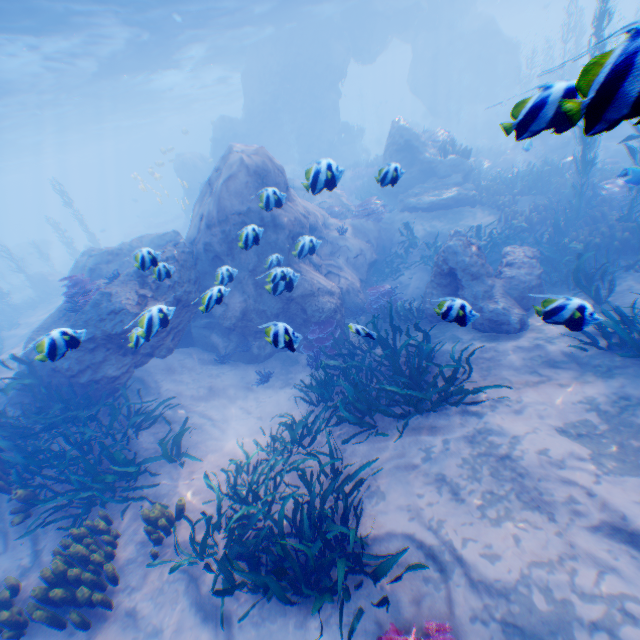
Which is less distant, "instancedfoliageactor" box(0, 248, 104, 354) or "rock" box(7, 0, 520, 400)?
"rock" box(7, 0, 520, 400)

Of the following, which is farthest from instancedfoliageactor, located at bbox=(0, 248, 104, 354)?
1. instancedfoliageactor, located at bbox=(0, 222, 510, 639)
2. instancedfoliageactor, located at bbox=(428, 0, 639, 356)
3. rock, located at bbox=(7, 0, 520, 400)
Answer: instancedfoliageactor, located at bbox=(0, 222, 510, 639)

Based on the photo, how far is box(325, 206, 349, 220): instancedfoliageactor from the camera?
15.0m

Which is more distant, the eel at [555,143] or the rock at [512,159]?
the eel at [555,143]

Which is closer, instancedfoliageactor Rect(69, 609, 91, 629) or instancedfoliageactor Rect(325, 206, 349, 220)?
instancedfoliageactor Rect(69, 609, 91, 629)

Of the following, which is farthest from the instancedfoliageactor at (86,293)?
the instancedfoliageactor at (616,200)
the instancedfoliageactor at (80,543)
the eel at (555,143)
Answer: the eel at (555,143)

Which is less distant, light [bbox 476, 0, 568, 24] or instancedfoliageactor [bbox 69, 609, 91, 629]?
instancedfoliageactor [bbox 69, 609, 91, 629]

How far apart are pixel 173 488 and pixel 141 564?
1.3 meters
